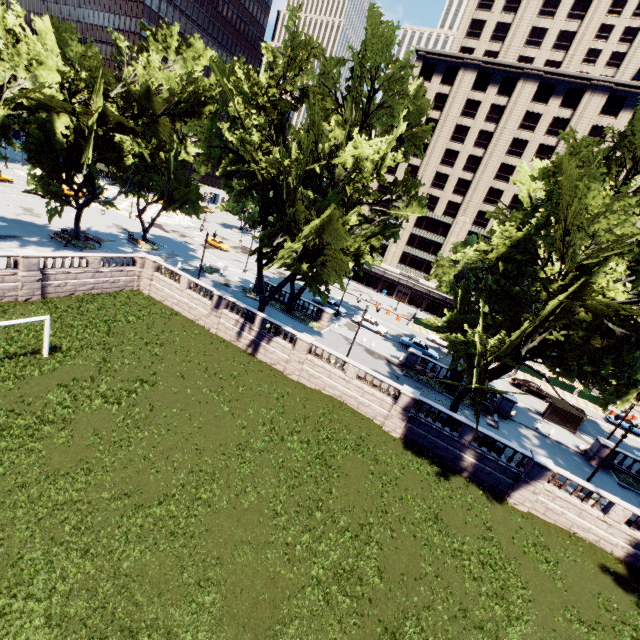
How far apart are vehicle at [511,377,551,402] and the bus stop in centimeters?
543cm

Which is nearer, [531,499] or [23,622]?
[23,622]

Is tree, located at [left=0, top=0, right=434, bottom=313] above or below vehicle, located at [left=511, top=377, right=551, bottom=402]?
above

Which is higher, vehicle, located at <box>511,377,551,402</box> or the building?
the building

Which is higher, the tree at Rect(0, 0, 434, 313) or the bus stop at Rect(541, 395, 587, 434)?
the tree at Rect(0, 0, 434, 313)

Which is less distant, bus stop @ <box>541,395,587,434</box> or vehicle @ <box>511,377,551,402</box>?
bus stop @ <box>541,395,587,434</box>

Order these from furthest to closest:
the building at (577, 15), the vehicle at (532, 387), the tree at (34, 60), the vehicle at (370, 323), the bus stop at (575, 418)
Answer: the building at (577, 15), the vehicle at (370, 323), the vehicle at (532, 387), the bus stop at (575, 418), the tree at (34, 60)

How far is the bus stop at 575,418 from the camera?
33.8m
